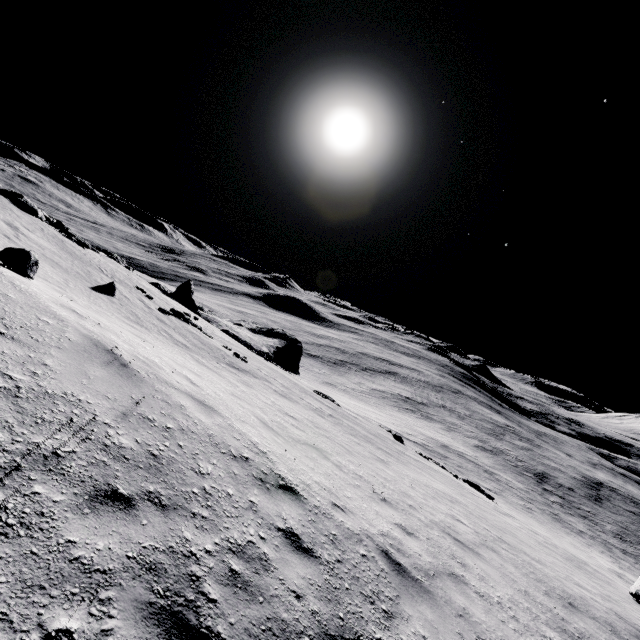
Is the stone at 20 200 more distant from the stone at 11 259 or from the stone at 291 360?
the stone at 11 259

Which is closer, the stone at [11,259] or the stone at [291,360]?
the stone at [11,259]

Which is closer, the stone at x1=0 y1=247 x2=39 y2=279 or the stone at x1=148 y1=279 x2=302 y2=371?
the stone at x1=0 y1=247 x2=39 y2=279

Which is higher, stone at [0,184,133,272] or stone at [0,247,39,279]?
stone at [0,184,133,272]

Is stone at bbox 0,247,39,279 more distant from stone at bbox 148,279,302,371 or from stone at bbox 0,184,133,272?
stone at bbox 148,279,302,371

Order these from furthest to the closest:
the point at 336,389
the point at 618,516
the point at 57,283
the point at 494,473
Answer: the point at 336,389 → the point at 618,516 → the point at 494,473 → the point at 57,283

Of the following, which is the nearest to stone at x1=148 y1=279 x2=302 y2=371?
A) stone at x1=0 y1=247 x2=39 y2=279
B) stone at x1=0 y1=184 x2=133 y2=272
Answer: stone at x1=0 y1=184 x2=133 y2=272
